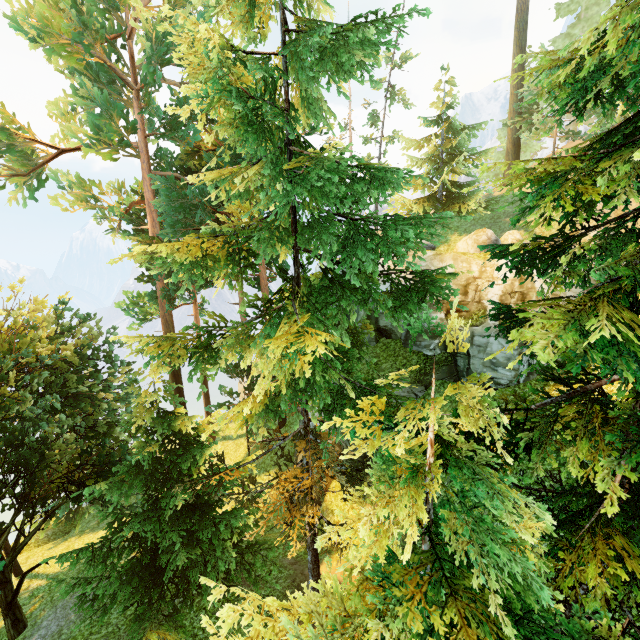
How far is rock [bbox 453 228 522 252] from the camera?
16.5 meters

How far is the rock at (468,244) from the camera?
16.52m

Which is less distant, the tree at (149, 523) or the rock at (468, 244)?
the tree at (149, 523)

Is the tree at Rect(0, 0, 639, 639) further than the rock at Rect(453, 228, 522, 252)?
No

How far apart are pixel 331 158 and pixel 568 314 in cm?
545
